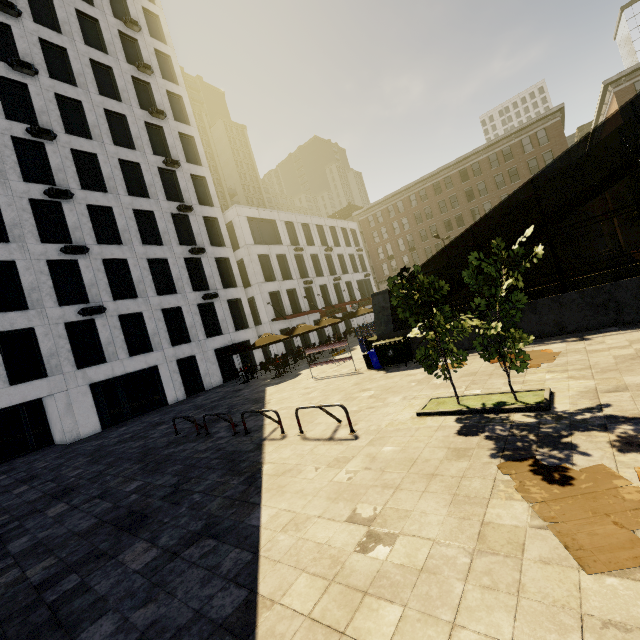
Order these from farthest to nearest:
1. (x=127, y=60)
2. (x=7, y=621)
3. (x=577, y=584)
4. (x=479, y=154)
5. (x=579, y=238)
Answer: (x=479, y=154), (x=579, y=238), (x=127, y=60), (x=7, y=621), (x=577, y=584)

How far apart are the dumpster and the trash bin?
0.1m

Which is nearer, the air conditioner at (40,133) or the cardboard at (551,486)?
the cardboard at (551,486)

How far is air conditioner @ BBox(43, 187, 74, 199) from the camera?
19.67m

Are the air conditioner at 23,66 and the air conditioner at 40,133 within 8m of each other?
yes

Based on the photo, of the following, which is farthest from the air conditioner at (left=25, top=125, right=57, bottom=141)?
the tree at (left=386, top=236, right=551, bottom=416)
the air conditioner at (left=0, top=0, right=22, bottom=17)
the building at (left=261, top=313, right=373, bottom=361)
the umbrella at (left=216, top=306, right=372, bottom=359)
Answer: the tree at (left=386, top=236, right=551, bottom=416)

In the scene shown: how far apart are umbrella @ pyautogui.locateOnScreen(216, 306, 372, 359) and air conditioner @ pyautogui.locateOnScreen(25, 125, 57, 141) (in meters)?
19.54

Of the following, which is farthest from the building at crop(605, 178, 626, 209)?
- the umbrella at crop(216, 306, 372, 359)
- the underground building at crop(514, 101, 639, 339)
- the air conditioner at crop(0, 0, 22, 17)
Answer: the umbrella at crop(216, 306, 372, 359)
